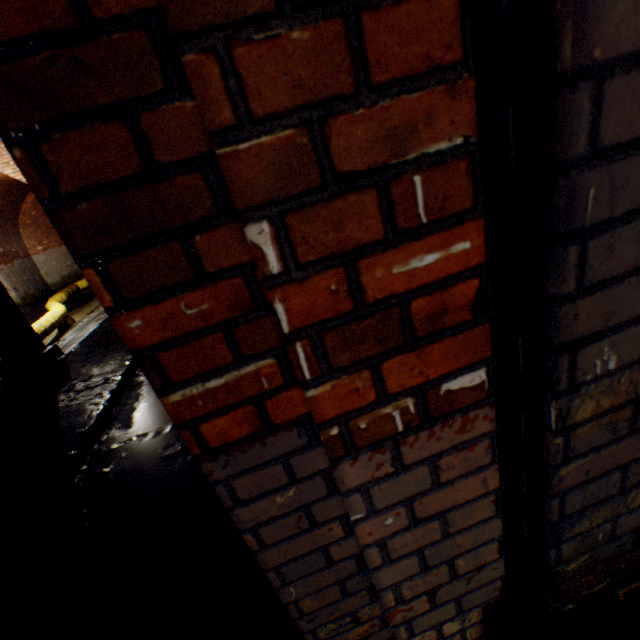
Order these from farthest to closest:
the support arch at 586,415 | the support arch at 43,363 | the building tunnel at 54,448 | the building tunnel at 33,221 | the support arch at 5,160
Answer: the building tunnel at 33,221 → the support arch at 5,160 → the support arch at 43,363 → the building tunnel at 54,448 → the support arch at 586,415

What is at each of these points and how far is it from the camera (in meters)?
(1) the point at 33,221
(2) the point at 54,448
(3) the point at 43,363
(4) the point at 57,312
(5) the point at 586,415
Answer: (1) building tunnel, 13.98
(2) building tunnel, 3.80
(3) support arch, 5.39
(4) large conduit, 9.13
(5) support arch, 0.59

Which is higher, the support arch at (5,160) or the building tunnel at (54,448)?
the support arch at (5,160)

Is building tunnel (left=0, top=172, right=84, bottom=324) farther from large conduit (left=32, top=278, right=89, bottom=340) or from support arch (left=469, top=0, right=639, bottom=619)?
support arch (left=469, top=0, right=639, bottom=619)

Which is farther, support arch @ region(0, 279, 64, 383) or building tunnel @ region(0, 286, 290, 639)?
support arch @ region(0, 279, 64, 383)

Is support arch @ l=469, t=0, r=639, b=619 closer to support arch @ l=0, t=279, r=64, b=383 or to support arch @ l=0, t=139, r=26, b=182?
support arch @ l=0, t=279, r=64, b=383

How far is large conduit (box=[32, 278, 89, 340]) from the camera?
8.0 meters

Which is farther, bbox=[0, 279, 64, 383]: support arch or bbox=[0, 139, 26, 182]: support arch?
bbox=[0, 139, 26, 182]: support arch
